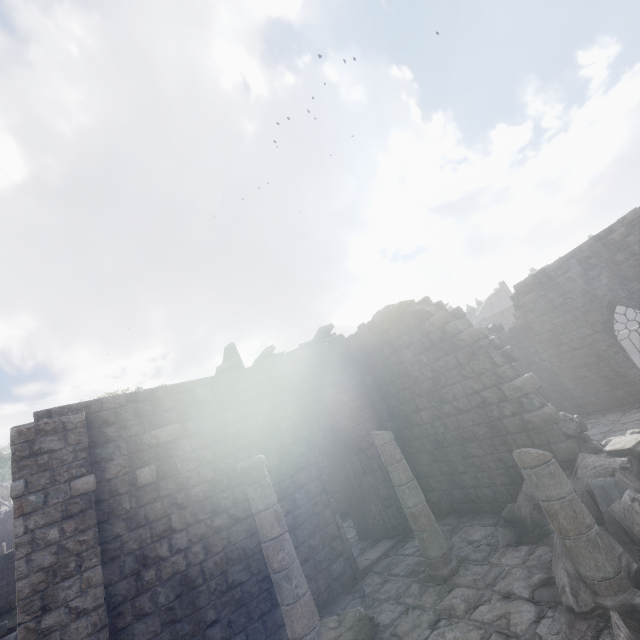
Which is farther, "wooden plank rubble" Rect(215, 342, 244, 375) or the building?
"wooden plank rubble" Rect(215, 342, 244, 375)

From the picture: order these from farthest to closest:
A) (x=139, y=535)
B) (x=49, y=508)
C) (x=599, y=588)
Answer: (x=139, y=535)
(x=49, y=508)
(x=599, y=588)

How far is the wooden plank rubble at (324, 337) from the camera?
10.9 meters

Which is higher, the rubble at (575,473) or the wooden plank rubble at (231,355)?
the wooden plank rubble at (231,355)

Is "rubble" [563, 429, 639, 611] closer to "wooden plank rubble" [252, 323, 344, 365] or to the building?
the building

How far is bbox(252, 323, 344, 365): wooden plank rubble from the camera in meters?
10.9

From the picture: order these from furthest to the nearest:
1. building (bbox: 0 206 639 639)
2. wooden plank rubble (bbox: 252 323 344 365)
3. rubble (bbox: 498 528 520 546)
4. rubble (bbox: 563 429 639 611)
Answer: wooden plank rubble (bbox: 252 323 344 365) → rubble (bbox: 498 528 520 546) → building (bbox: 0 206 639 639) → rubble (bbox: 563 429 639 611)
